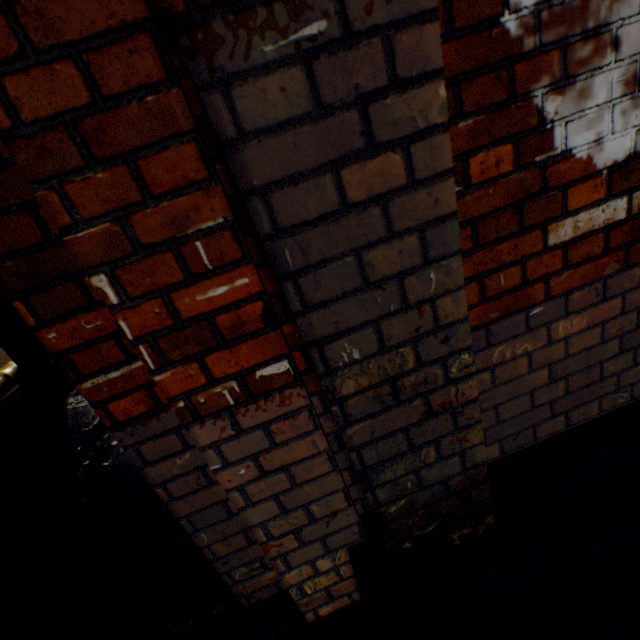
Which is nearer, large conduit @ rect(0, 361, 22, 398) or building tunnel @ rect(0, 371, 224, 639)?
building tunnel @ rect(0, 371, 224, 639)

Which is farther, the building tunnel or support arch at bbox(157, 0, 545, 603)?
the building tunnel

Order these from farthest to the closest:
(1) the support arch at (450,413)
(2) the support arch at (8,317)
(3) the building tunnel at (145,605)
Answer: (2) the support arch at (8,317), (3) the building tunnel at (145,605), (1) the support arch at (450,413)

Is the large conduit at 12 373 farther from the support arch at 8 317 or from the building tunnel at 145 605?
the support arch at 8 317

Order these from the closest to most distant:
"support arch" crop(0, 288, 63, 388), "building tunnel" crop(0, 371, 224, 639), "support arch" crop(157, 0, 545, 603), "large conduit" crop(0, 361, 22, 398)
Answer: "support arch" crop(157, 0, 545, 603), "building tunnel" crop(0, 371, 224, 639), "support arch" crop(0, 288, 63, 388), "large conduit" crop(0, 361, 22, 398)

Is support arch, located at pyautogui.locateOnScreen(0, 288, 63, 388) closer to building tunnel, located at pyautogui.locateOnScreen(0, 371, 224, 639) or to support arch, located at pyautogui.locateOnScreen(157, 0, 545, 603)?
building tunnel, located at pyautogui.locateOnScreen(0, 371, 224, 639)

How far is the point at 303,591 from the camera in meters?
1.3

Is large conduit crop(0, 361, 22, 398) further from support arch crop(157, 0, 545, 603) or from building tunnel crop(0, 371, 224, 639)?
support arch crop(157, 0, 545, 603)
